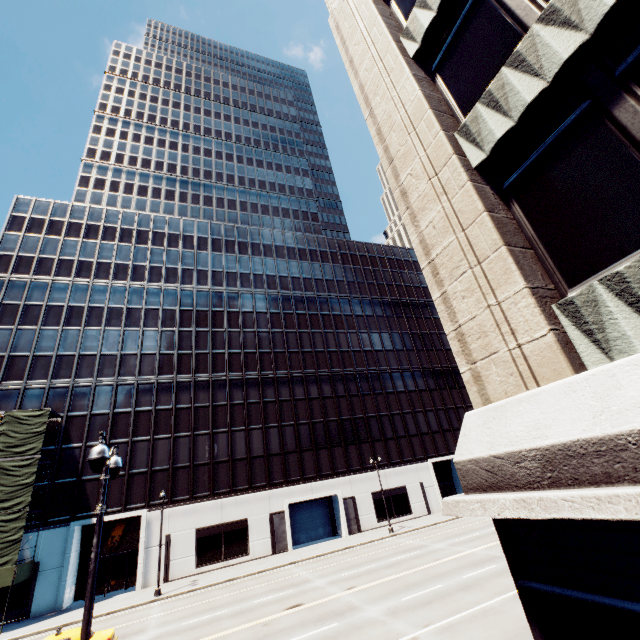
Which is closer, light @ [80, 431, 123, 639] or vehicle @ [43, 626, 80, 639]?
light @ [80, 431, 123, 639]

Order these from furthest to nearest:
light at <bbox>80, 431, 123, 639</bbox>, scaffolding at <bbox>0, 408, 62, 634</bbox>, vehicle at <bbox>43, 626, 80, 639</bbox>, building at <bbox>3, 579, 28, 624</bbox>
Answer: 1. building at <bbox>3, 579, 28, 624</bbox>
2. scaffolding at <bbox>0, 408, 62, 634</bbox>
3. vehicle at <bbox>43, 626, 80, 639</bbox>
4. light at <bbox>80, 431, 123, 639</bbox>

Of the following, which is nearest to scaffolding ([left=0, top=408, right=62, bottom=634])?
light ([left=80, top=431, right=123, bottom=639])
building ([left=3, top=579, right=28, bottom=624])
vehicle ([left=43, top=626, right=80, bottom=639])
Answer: building ([left=3, top=579, right=28, bottom=624])

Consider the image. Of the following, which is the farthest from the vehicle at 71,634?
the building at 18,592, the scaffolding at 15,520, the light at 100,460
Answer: the building at 18,592

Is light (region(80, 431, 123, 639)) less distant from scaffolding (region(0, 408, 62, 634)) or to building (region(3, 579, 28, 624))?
scaffolding (region(0, 408, 62, 634))

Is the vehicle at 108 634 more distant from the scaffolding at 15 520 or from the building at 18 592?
the building at 18 592

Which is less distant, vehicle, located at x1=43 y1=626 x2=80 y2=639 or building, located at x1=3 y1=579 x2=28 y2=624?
vehicle, located at x1=43 y1=626 x2=80 y2=639

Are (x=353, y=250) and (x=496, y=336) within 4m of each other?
no
